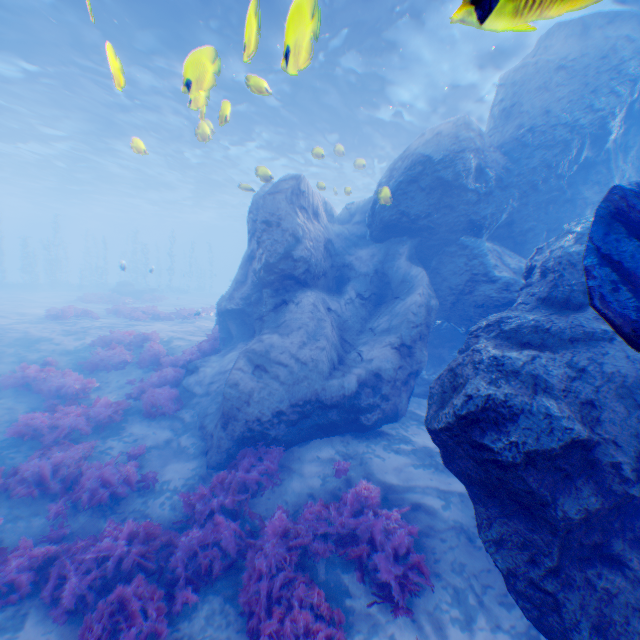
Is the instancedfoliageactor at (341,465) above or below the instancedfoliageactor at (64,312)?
below

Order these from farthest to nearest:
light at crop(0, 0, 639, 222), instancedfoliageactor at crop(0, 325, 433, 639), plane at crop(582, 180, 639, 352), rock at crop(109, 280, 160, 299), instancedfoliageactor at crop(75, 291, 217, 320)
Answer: rock at crop(109, 280, 160, 299)
instancedfoliageactor at crop(75, 291, 217, 320)
light at crop(0, 0, 639, 222)
instancedfoliageactor at crop(0, 325, 433, 639)
plane at crop(582, 180, 639, 352)

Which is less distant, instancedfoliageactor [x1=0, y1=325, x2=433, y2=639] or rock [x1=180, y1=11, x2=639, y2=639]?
rock [x1=180, y1=11, x2=639, y2=639]

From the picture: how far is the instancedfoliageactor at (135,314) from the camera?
19.2m

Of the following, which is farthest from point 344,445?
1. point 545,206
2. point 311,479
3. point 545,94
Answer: point 545,94

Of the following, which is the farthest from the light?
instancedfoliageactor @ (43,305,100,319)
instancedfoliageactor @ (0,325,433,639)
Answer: instancedfoliageactor @ (43,305,100,319)

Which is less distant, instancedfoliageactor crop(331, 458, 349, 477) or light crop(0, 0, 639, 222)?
instancedfoliageactor crop(331, 458, 349, 477)

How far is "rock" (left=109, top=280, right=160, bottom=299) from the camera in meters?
30.2
